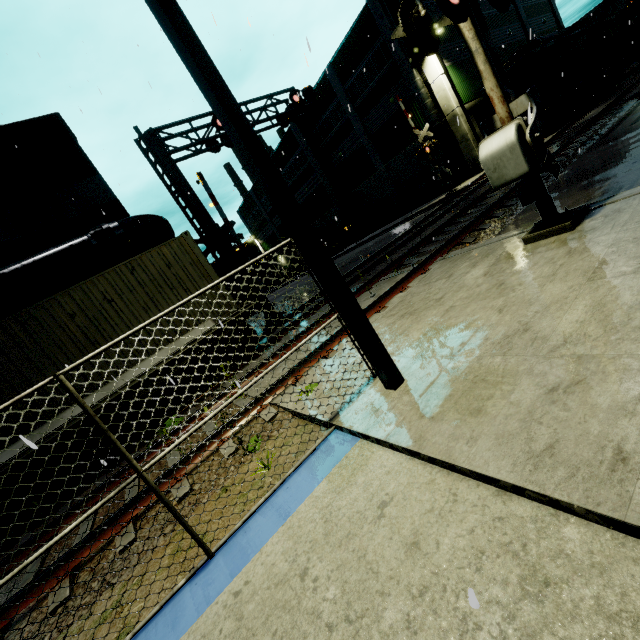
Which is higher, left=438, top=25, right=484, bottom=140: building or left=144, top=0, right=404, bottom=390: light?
left=438, top=25, right=484, bottom=140: building

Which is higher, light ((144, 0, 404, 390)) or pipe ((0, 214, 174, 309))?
pipe ((0, 214, 174, 309))

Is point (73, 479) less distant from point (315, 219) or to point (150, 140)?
point (150, 140)

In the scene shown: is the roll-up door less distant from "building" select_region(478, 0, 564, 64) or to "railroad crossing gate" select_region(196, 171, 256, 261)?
"building" select_region(478, 0, 564, 64)

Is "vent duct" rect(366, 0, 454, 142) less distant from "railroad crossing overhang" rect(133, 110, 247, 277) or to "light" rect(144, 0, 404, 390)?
"railroad crossing overhang" rect(133, 110, 247, 277)

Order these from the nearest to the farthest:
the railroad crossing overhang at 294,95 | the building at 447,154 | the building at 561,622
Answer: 1. the building at 561,622
2. the railroad crossing overhang at 294,95
3. the building at 447,154

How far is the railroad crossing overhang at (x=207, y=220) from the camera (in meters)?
12.16

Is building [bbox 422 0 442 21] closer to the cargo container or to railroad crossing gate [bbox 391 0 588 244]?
the cargo container
